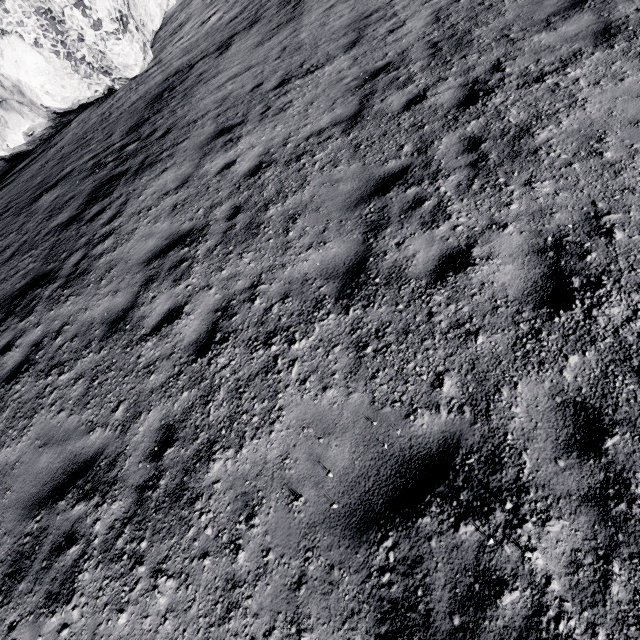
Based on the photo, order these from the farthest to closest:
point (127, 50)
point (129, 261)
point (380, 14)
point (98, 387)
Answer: point (127, 50) < point (380, 14) < point (129, 261) < point (98, 387)
